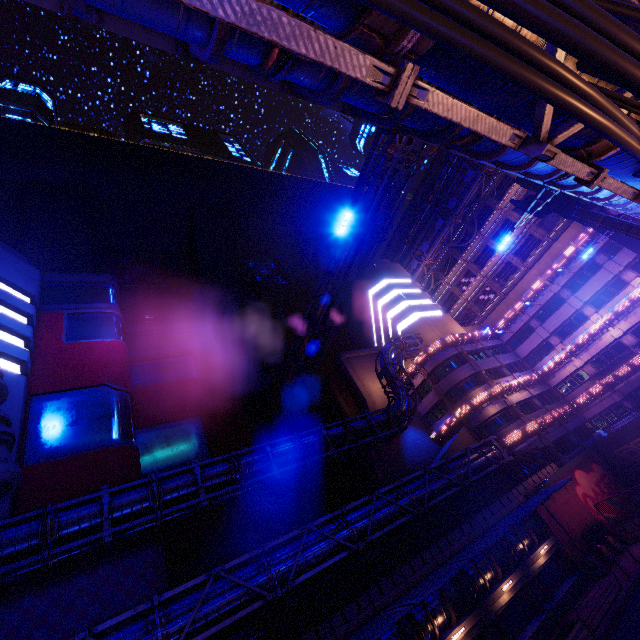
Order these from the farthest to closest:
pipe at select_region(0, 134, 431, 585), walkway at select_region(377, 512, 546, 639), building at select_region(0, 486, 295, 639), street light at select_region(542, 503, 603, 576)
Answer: street light at select_region(542, 503, 603, 576)
walkway at select_region(377, 512, 546, 639)
pipe at select_region(0, 134, 431, 585)
building at select_region(0, 486, 295, 639)

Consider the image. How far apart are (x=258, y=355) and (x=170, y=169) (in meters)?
41.52

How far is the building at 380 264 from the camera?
43.3m

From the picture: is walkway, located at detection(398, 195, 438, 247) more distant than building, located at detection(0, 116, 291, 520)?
Yes

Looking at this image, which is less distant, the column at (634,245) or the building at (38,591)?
the building at (38,591)

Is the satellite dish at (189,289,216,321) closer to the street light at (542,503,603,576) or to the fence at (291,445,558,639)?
the fence at (291,445,558,639)

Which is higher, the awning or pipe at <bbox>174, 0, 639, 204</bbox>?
pipe at <bbox>174, 0, 639, 204</bbox>

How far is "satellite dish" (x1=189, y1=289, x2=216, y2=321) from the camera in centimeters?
4519cm
